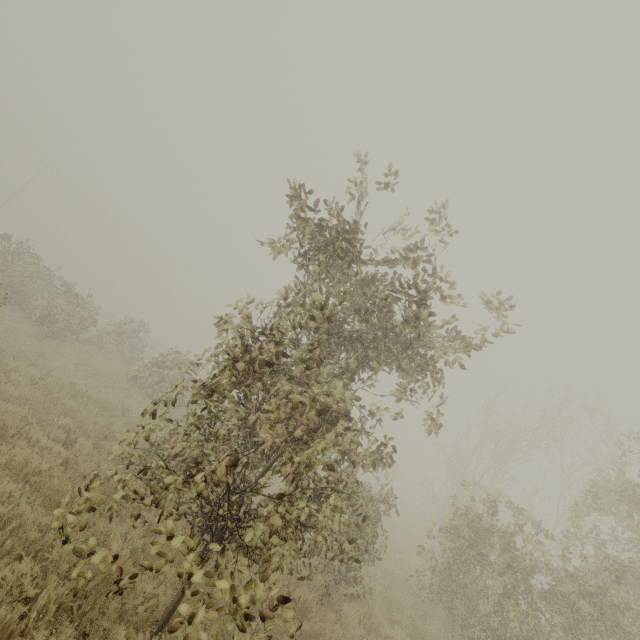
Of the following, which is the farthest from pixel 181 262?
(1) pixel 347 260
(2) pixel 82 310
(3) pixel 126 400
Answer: (1) pixel 347 260
